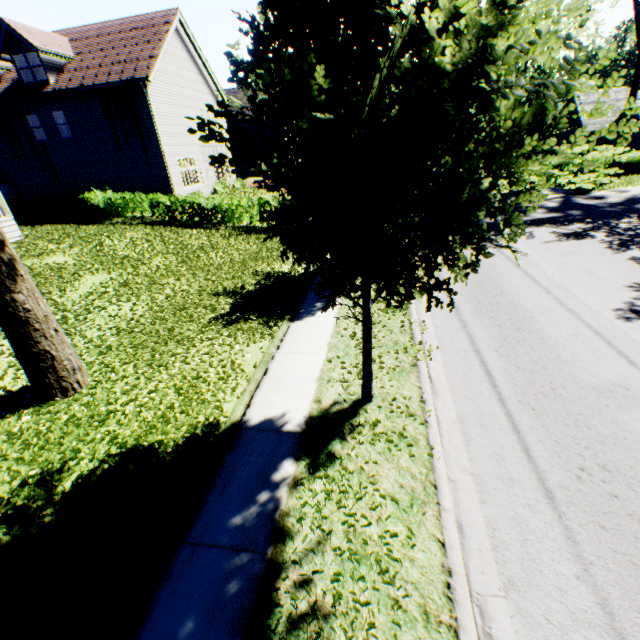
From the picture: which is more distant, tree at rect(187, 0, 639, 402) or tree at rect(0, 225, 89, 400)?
tree at rect(0, 225, 89, 400)

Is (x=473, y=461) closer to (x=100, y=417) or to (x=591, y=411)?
(x=591, y=411)

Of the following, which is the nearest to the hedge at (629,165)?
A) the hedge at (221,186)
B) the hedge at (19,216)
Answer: the hedge at (19,216)

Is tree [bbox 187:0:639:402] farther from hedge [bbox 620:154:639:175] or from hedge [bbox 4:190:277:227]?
hedge [bbox 620:154:639:175]

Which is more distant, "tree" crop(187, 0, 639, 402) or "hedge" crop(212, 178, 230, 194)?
"hedge" crop(212, 178, 230, 194)

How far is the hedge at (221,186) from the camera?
25.8m

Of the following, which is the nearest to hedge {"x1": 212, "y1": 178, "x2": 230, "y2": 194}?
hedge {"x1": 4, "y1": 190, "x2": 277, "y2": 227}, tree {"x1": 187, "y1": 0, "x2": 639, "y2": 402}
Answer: hedge {"x1": 4, "y1": 190, "x2": 277, "y2": 227}
